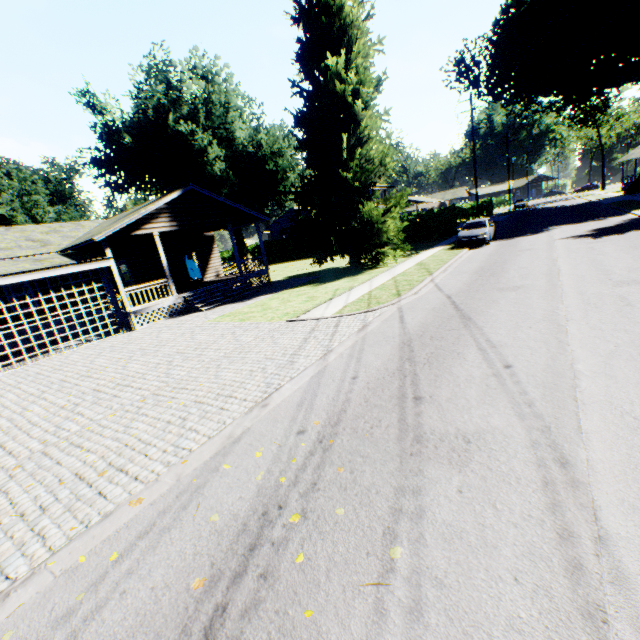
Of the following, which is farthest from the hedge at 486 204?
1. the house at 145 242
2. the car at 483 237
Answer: the car at 483 237

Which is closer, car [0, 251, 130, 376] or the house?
car [0, 251, 130, 376]

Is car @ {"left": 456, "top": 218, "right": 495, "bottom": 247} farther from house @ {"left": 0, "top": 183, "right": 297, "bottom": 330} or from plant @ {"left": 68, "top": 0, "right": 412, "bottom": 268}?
house @ {"left": 0, "top": 183, "right": 297, "bottom": 330}

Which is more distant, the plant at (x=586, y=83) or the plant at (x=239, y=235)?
the plant at (x=239, y=235)

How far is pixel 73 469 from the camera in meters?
5.0

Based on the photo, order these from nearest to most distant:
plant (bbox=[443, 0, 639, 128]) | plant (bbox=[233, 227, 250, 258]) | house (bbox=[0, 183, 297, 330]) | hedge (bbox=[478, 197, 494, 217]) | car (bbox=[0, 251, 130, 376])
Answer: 1. car (bbox=[0, 251, 130, 376])
2. house (bbox=[0, 183, 297, 330])
3. plant (bbox=[443, 0, 639, 128])
4. plant (bbox=[233, 227, 250, 258])
5. hedge (bbox=[478, 197, 494, 217])

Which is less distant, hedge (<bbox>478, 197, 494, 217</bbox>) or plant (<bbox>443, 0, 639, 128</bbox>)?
plant (<bbox>443, 0, 639, 128</bbox>)

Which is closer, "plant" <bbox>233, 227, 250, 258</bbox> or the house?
the house
